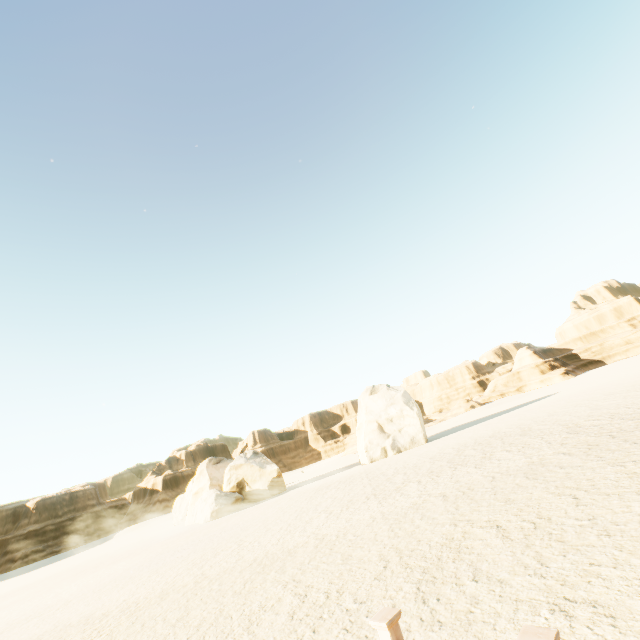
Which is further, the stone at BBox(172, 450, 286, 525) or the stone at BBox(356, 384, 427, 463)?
the stone at BBox(356, 384, 427, 463)

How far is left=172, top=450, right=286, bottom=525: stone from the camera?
28.2 meters

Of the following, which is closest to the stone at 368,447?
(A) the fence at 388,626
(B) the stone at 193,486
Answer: (B) the stone at 193,486

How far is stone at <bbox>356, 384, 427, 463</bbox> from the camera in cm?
3017

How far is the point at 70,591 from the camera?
15.8m

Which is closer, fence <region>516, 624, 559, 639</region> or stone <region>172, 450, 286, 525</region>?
fence <region>516, 624, 559, 639</region>

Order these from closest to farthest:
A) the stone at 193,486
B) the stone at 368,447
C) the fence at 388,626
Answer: the fence at 388,626 → the stone at 193,486 → the stone at 368,447

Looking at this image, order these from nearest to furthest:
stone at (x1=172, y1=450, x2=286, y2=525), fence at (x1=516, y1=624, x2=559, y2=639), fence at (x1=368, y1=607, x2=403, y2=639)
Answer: fence at (x1=516, y1=624, x2=559, y2=639) → fence at (x1=368, y1=607, x2=403, y2=639) → stone at (x1=172, y1=450, x2=286, y2=525)
